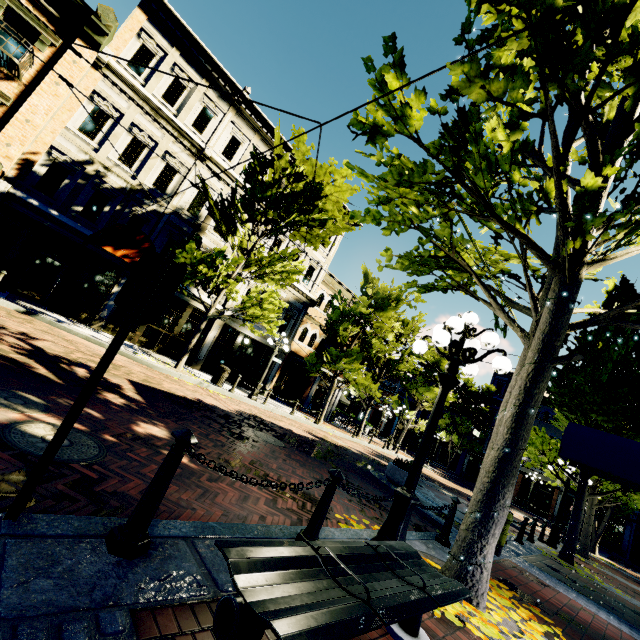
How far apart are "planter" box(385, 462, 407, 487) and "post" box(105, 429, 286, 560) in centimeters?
A: 914cm

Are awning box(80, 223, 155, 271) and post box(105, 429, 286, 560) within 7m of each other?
no

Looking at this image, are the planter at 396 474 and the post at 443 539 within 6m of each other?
yes

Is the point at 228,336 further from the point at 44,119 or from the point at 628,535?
the point at 628,535

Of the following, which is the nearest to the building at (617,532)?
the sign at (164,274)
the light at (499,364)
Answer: the light at (499,364)

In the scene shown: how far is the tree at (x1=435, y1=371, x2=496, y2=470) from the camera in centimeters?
3647cm

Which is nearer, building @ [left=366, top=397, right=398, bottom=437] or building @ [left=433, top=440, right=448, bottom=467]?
building @ [left=433, top=440, right=448, bottom=467]

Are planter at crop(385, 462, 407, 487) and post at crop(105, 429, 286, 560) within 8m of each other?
no
